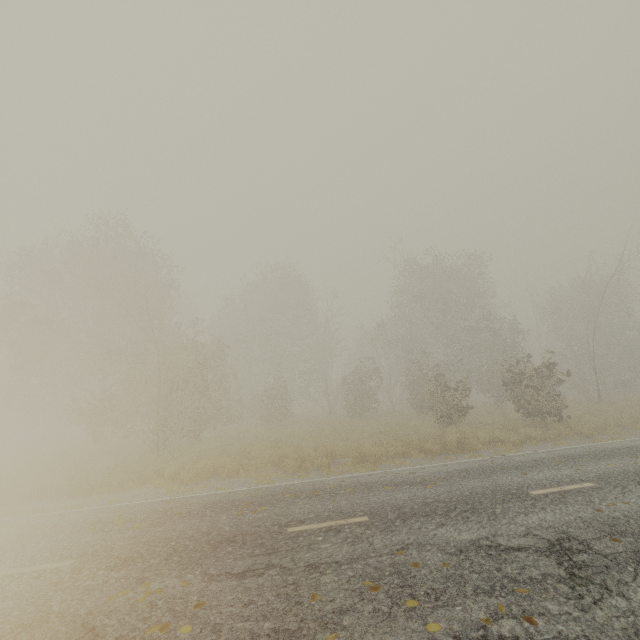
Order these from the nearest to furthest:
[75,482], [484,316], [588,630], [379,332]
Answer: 1. [588,630]
2. [75,482]
3. [484,316]
4. [379,332]
